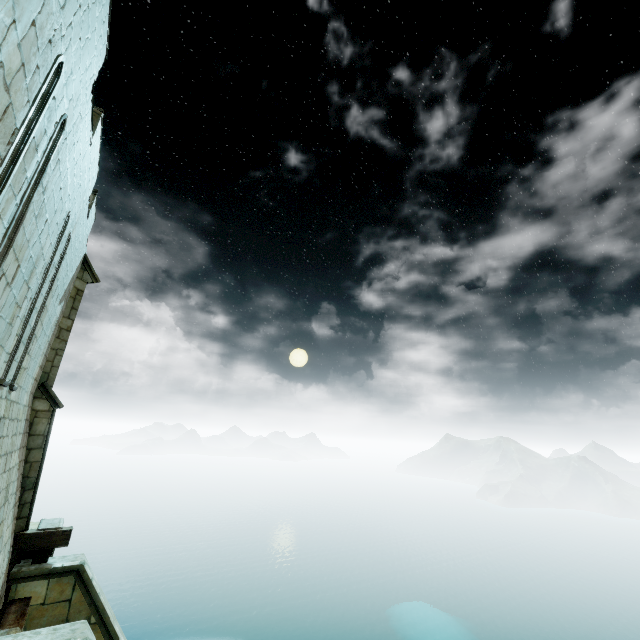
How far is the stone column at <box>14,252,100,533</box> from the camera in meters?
9.1

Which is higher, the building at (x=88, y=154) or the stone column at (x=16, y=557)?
the building at (x=88, y=154)

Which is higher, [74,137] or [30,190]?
[74,137]

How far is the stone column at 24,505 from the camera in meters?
9.1 m

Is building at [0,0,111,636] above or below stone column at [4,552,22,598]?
above

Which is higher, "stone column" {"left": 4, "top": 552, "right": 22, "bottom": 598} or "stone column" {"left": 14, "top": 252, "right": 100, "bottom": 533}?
"stone column" {"left": 14, "top": 252, "right": 100, "bottom": 533}

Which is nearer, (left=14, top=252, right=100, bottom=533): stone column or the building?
the building
